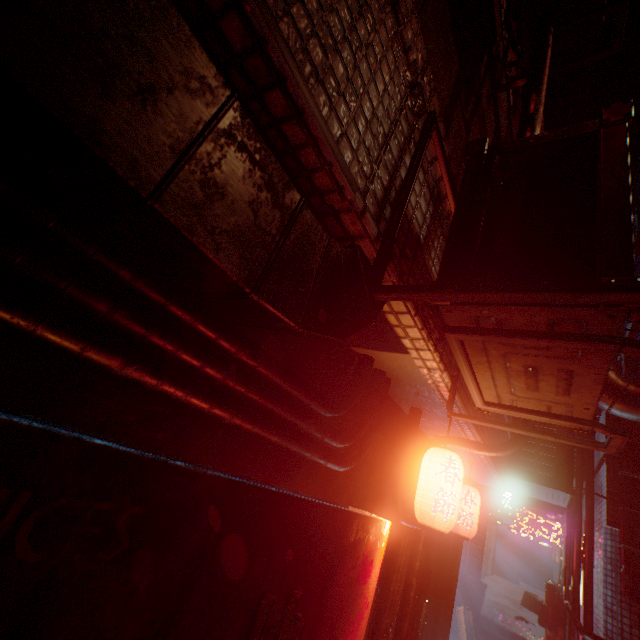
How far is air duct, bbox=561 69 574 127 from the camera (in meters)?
3.97

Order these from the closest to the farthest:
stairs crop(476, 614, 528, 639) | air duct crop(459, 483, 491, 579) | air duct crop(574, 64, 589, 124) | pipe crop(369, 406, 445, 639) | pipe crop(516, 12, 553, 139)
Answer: pipe crop(516, 12, 553, 139), pipe crop(369, 406, 445, 639), air duct crop(574, 64, 589, 124), stairs crop(476, 614, 528, 639), air duct crop(459, 483, 491, 579)

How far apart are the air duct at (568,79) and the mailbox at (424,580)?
5.7m

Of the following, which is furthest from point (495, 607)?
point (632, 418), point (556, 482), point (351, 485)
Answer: point (351, 485)

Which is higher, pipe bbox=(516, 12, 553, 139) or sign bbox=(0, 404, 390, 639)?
pipe bbox=(516, 12, 553, 139)

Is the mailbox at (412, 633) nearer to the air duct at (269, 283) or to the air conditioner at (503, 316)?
the air conditioner at (503, 316)

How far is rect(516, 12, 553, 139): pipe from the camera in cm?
149
